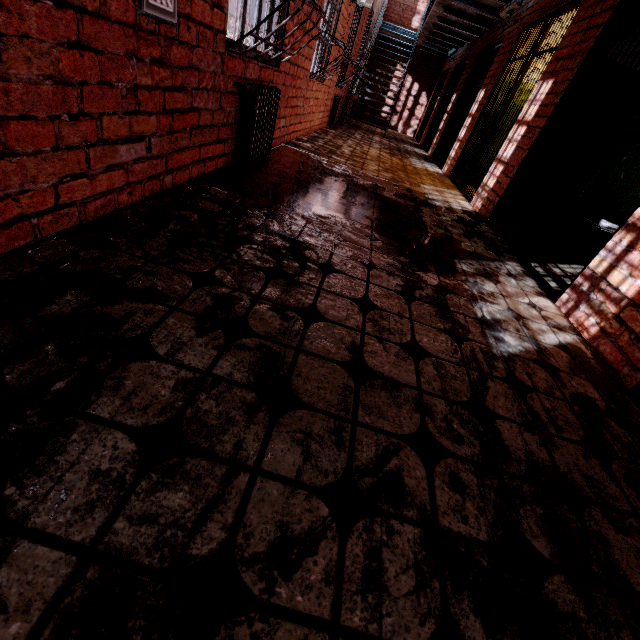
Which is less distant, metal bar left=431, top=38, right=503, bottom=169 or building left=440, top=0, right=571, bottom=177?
building left=440, top=0, right=571, bottom=177

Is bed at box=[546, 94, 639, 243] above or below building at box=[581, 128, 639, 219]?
below

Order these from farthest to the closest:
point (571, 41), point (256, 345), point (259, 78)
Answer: point (571, 41)
point (259, 78)
point (256, 345)

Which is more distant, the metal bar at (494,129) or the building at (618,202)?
the metal bar at (494,129)

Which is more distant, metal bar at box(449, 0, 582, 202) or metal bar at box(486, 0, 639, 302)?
metal bar at box(449, 0, 582, 202)

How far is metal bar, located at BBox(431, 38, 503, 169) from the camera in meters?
7.0 m

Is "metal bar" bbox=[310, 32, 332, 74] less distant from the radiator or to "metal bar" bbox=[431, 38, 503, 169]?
"metal bar" bbox=[431, 38, 503, 169]

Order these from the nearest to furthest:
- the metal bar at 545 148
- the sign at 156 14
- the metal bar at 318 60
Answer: the sign at 156 14 < the metal bar at 545 148 < the metal bar at 318 60
